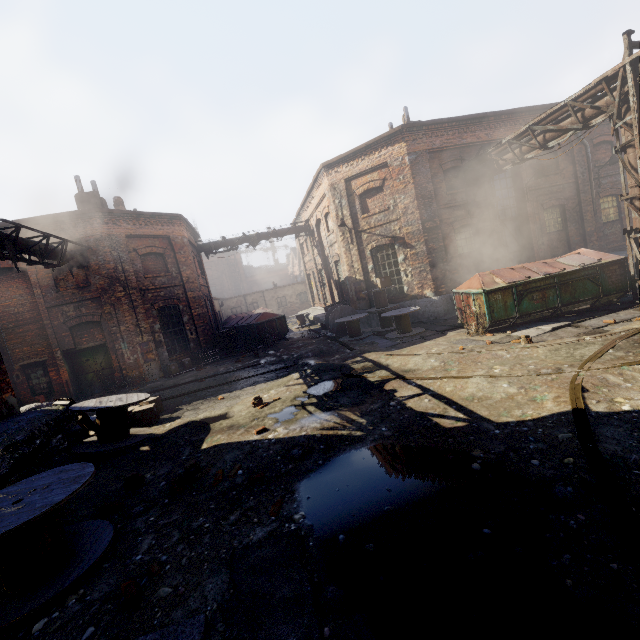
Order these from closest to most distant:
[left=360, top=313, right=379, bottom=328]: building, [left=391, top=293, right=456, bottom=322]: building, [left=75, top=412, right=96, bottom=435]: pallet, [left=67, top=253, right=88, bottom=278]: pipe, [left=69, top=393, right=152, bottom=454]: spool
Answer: [left=69, top=393, right=152, bottom=454]: spool, [left=75, top=412, right=96, bottom=435]: pallet, [left=67, top=253, right=88, bottom=278]: pipe, [left=391, top=293, right=456, bottom=322]: building, [left=360, top=313, right=379, bottom=328]: building

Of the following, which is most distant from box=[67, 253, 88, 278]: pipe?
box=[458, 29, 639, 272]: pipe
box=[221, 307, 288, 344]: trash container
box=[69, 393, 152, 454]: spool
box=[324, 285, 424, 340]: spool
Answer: box=[458, 29, 639, 272]: pipe

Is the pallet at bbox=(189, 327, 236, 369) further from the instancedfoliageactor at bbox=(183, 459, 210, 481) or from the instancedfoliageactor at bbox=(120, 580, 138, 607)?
the instancedfoliageactor at bbox=(120, 580, 138, 607)

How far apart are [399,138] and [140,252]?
12.99m

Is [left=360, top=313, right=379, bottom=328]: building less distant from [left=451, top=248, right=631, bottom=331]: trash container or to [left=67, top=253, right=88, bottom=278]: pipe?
[left=451, top=248, right=631, bottom=331]: trash container

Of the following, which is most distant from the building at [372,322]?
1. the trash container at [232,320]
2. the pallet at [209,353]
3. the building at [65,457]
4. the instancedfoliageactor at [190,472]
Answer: the instancedfoliageactor at [190,472]

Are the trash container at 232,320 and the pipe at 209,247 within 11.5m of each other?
yes

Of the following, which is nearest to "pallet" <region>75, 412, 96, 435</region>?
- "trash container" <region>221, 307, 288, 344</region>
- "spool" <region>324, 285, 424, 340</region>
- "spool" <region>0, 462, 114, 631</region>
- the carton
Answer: the carton
